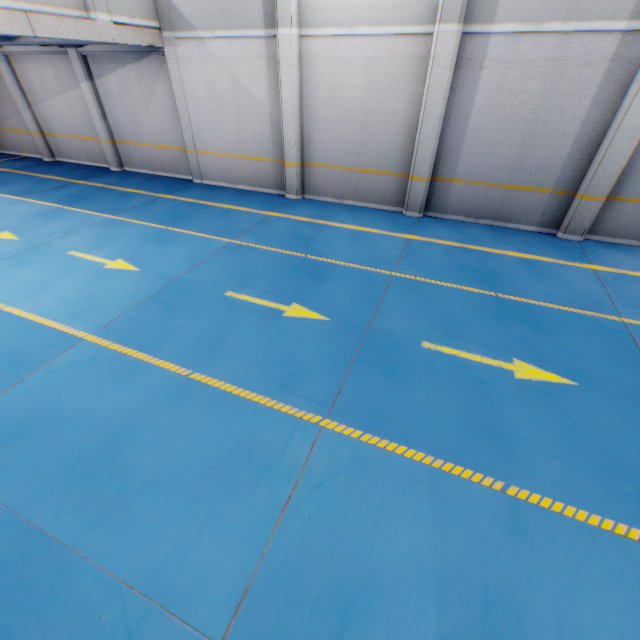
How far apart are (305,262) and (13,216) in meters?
8.6

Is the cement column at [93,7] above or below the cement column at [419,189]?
above

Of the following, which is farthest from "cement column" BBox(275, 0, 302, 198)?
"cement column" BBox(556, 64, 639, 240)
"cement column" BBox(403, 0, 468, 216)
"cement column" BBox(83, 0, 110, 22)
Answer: "cement column" BBox(556, 64, 639, 240)

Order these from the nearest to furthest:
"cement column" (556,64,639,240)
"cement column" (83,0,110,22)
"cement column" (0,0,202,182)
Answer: "cement column" (556,64,639,240) → "cement column" (83,0,110,22) → "cement column" (0,0,202,182)

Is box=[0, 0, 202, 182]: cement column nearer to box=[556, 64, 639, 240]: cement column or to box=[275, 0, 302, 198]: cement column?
box=[275, 0, 302, 198]: cement column

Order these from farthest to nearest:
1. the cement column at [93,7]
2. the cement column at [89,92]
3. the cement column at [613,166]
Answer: the cement column at [89,92], the cement column at [93,7], the cement column at [613,166]

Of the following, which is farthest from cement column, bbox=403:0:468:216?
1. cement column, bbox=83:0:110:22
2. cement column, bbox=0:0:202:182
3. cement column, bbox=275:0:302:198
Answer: cement column, bbox=83:0:110:22
